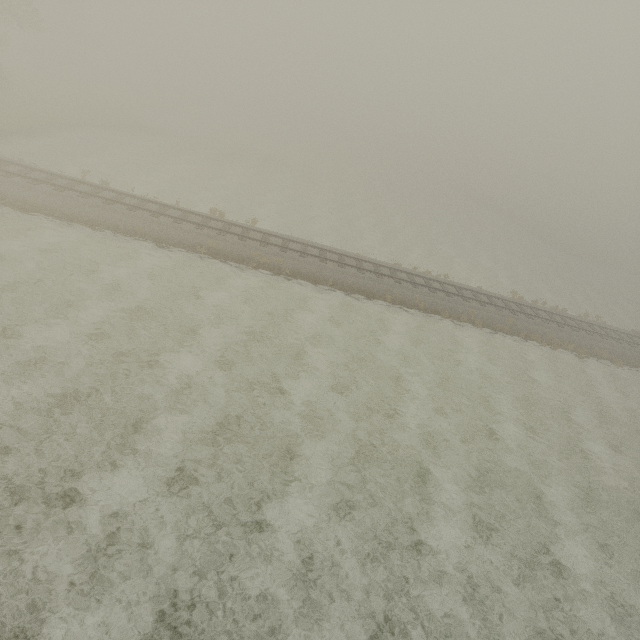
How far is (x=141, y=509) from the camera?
8.9 meters
